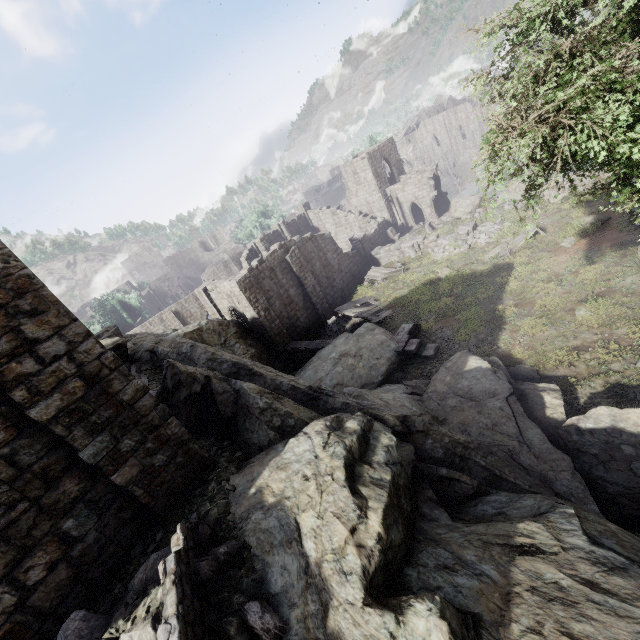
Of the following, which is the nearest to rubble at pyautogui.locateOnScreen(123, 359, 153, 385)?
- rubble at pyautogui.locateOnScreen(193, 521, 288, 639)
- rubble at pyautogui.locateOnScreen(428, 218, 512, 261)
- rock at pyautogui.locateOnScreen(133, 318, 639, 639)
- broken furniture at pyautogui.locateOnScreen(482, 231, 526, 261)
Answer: rock at pyautogui.locateOnScreen(133, 318, 639, 639)

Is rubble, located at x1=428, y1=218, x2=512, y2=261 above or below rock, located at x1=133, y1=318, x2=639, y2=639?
below

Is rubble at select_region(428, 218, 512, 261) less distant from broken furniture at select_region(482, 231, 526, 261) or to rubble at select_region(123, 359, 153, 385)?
broken furniture at select_region(482, 231, 526, 261)

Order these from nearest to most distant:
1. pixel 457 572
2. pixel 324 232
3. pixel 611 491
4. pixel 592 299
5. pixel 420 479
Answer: pixel 457 572, pixel 420 479, pixel 611 491, pixel 592 299, pixel 324 232

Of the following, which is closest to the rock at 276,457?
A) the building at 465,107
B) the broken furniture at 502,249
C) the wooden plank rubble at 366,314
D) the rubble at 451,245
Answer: the building at 465,107

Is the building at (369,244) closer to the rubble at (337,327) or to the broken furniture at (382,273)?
the rubble at (337,327)

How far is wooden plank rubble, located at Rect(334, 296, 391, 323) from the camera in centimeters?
2198cm

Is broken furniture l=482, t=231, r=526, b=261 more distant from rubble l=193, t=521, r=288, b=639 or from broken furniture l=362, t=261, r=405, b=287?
rubble l=193, t=521, r=288, b=639
